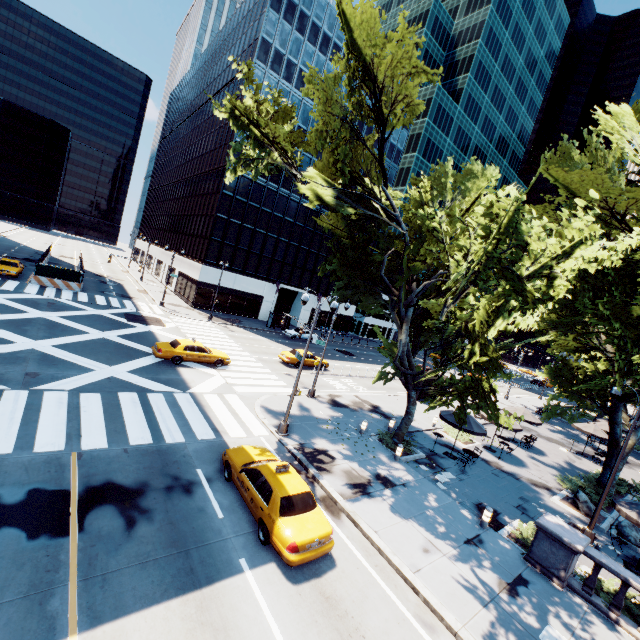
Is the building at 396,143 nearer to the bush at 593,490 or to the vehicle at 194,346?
the vehicle at 194,346

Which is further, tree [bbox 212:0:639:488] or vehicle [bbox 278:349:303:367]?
vehicle [bbox 278:349:303:367]

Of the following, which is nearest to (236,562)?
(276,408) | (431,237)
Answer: (276,408)

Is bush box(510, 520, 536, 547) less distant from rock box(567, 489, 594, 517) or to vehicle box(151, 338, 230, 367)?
rock box(567, 489, 594, 517)

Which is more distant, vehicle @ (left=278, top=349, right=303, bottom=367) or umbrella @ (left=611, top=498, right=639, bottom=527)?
vehicle @ (left=278, top=349, right=303, bottom=367)

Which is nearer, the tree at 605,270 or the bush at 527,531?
the tree at 605,270

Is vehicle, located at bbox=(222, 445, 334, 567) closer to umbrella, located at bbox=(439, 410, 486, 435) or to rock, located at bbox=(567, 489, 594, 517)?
umbrella, located at bbox=(439, 410, 486, 435)

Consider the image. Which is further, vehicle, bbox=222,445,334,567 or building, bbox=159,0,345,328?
building, bbox=159,0,345,328
